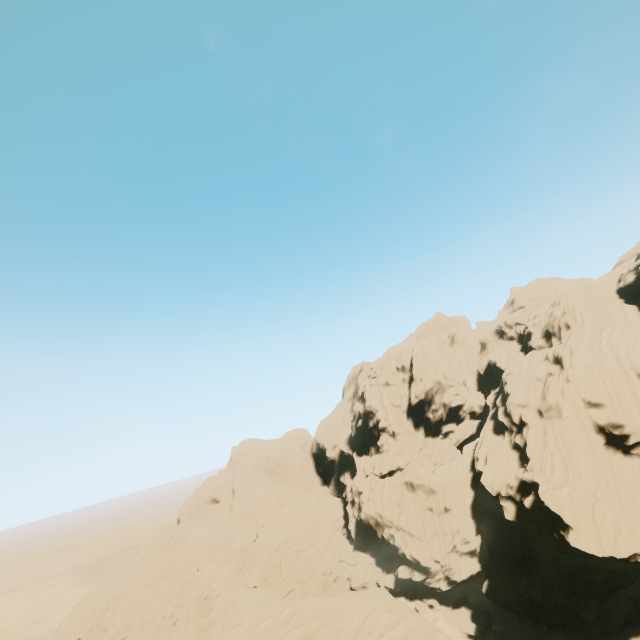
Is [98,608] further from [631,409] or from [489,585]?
[631,409]
